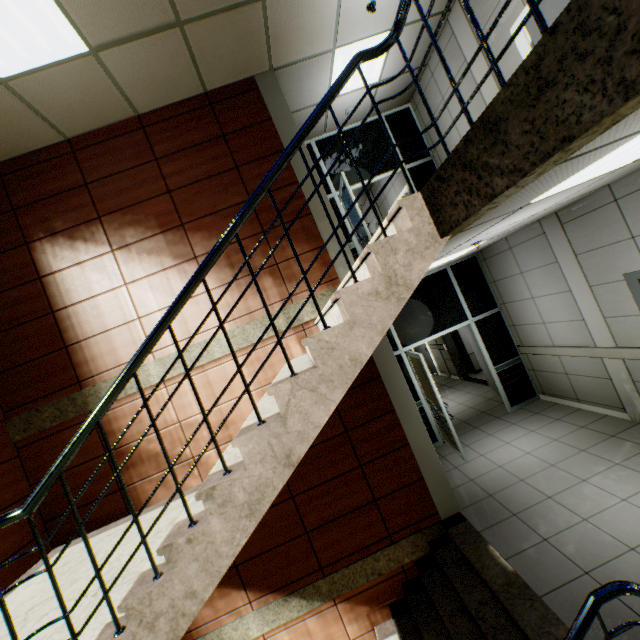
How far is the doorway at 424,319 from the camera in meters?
6.2 m

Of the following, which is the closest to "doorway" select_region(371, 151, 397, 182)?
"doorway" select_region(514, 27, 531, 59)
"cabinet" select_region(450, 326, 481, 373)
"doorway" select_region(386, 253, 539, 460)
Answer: "doorway" select_region(386, 253, 539, 460)

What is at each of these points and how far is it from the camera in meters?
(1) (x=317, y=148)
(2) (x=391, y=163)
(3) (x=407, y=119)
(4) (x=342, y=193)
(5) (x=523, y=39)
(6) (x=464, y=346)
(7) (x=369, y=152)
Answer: (1) doorway, 6.7 m
(2) doorway, 6.8 m
(3) doorway, 6.9 m
(4) doorway, 6.3 m
(5) doorway, 4.1 m
(6) cabinet, 9.8 m
(7) doorway, 6.8 m

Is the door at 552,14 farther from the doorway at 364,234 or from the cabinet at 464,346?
the cabinet at 464,346

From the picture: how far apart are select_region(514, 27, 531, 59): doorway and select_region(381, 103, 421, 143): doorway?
2.6m

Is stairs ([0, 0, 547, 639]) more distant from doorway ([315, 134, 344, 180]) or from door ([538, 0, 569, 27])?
door ([538, 0, 569, 27])

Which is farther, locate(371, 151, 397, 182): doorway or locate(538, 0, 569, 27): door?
locate(371, 151, 397, 182): doorway

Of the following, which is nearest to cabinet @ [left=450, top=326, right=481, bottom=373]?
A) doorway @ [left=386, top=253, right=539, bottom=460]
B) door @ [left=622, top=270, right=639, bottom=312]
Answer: doorway @ [left=386, top=253, right=539, bottom=460]
